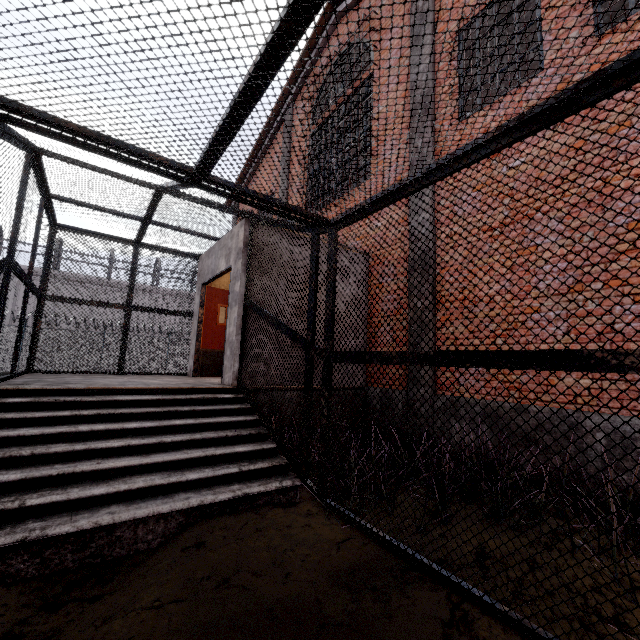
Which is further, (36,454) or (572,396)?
(572,396)

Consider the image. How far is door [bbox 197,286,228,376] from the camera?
7.6m

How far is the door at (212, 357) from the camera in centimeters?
761cm
